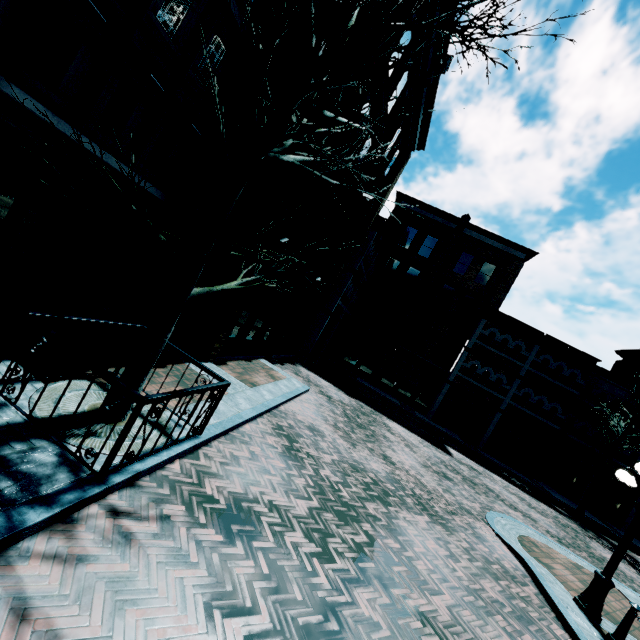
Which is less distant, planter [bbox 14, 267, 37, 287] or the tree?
the tree

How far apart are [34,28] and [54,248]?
4.8 meters

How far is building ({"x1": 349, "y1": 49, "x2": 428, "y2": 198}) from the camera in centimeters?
1155cm

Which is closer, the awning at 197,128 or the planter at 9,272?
the planter at 9,272

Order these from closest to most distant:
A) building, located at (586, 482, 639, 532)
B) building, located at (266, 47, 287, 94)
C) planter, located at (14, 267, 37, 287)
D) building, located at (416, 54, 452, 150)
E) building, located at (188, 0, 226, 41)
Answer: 1. planter, located at (14, 267, 37, 287)
2. building, located at (188, 0, 226, 41)
3. building, located at (266, 47, 287, 94)
4. building, located at (416, 54, 452, 150)
5. building, located at (586, 482, 639, 532)

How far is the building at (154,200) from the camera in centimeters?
955cm

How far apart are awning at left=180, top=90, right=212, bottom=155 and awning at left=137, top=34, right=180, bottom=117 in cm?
49
